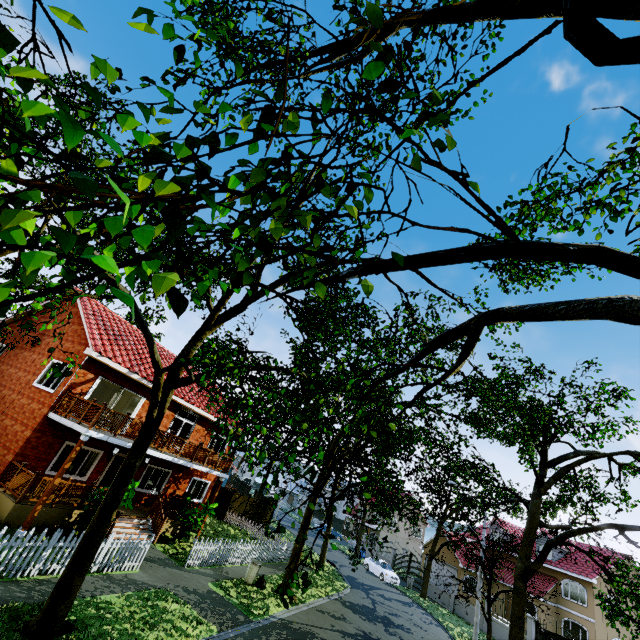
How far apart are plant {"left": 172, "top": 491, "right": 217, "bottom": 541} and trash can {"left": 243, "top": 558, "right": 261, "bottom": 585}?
3.0 meters

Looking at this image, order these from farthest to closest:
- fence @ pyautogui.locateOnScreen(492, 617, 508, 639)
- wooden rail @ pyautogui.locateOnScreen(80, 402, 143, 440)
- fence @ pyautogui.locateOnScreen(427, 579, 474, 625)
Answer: fence @ pyautogui.locateOnScreen(427, 579, 474, 625) → fence @ pyautogui.locateOnScreen(492, 617, 508, 639) → wooden rail @ pyautogui.locateOnScreen(80, 402, 143, 440)

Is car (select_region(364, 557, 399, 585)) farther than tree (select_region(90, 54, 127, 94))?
Yes

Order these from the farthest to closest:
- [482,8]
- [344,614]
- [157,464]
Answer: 1. [157,464]
2. [344,614]
3. [482,8]

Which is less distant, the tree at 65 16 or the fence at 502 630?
the tree at 65 16

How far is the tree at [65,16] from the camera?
1.39m

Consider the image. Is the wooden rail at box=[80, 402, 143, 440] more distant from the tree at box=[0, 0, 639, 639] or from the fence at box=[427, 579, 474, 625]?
the fence at box=[427, 579, 474, 625]

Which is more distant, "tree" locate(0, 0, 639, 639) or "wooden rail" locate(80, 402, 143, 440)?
"wooden rail" locate(80, 402, 143, 440)
